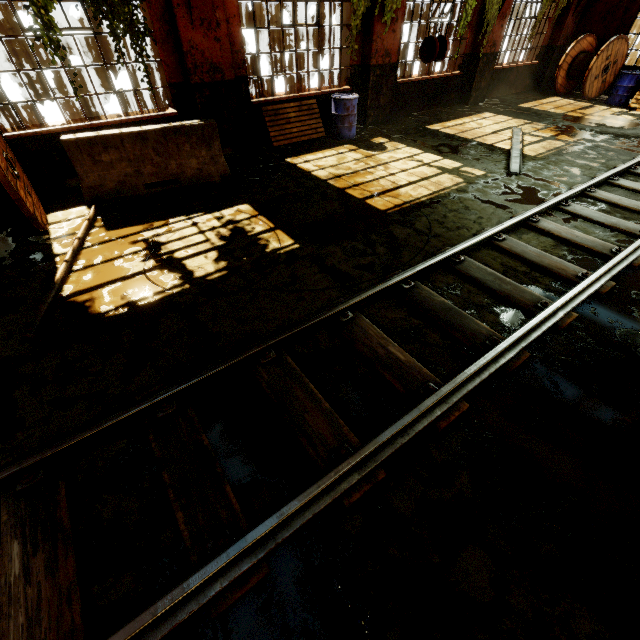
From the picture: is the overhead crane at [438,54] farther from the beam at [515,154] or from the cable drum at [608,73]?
the cable drum at [608,73]

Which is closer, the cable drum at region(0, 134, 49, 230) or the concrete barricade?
the cable drum at region(0, 134, 49, 230)

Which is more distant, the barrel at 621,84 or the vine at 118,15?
the barrel at 621,84

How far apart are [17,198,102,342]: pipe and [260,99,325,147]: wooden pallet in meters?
4.4 m

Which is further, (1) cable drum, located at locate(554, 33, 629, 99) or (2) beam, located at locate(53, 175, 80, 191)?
(1) cable drum, located at locate(554, 33, 629, 99)

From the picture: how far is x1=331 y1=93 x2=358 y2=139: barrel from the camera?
8.3m

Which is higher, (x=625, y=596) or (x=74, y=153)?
(x=74, y=153)

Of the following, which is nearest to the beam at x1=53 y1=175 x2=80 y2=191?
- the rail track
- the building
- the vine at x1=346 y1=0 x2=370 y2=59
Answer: the building
